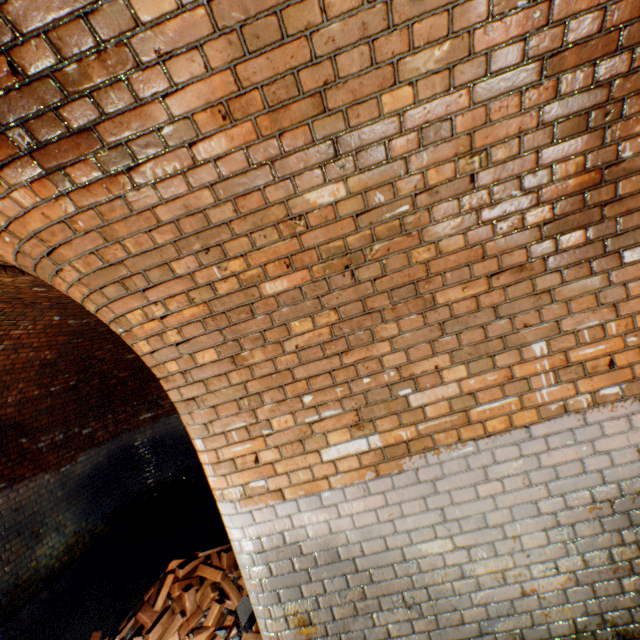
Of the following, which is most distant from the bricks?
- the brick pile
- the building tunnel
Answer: the building tunnel

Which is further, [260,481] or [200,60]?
[260,481]

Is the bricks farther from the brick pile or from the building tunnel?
the building tunnel

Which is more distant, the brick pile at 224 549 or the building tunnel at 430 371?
the brick pile at 224 549

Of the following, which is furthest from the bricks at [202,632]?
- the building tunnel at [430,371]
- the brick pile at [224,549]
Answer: the building tunnel at [430,371]

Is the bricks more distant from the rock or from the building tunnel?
the building tunnel

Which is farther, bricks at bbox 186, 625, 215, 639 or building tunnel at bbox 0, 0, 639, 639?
bricks at bbox 186, 625, 215, 639

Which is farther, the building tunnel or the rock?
the rock
